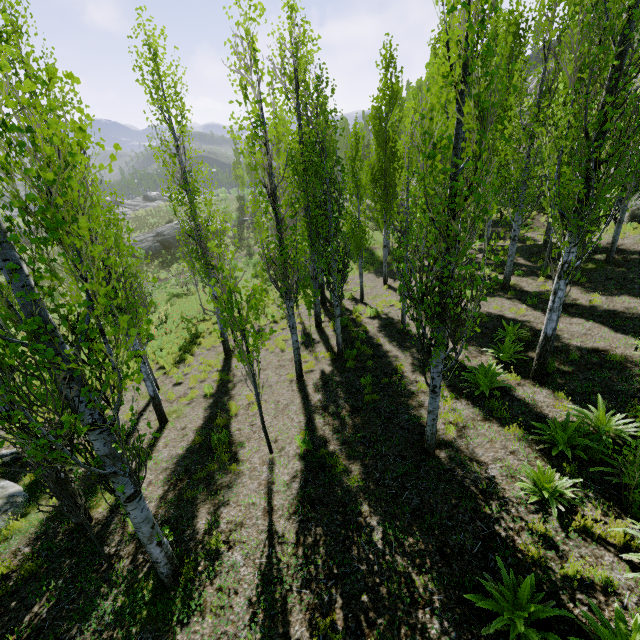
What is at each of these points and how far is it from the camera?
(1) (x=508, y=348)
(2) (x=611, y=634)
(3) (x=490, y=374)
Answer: (1) instancedfoliageactor, 8.86m
(2) instancedfoliageactor, 3.13m
(3) instancedfoliageactor, 7.89m

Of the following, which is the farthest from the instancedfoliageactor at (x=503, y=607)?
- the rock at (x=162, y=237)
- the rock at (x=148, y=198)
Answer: the rock at (x=162, y=237)

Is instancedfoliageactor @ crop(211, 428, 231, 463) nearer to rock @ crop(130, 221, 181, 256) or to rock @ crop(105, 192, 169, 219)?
rock @ crop(105, 192, 169, 219)

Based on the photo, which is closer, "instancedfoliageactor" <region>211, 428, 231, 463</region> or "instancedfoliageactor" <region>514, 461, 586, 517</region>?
"instancedfoliageactor" <region>514, 461, 586, 517</region>

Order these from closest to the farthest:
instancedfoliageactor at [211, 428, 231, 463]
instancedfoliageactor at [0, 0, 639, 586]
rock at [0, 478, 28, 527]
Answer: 1. instancedfoliageactor at [0, 0, 639, 586]
2. rock at [0, 478, 28, 527]
3. instancedfoliageactor at [211, 428, 231, 463]

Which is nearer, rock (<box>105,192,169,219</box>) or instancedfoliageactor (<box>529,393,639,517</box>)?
instancedfoliageactor (<box>529,393,639,517</box>)

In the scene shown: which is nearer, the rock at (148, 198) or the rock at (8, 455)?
the rock at (8, 455)

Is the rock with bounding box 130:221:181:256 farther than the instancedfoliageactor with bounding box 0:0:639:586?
Yes
